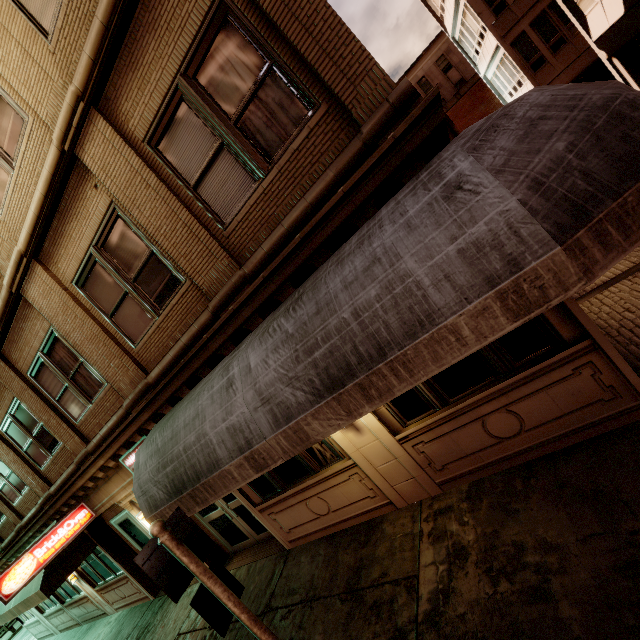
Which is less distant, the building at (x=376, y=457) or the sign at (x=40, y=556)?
the building at (x=376, y=457)

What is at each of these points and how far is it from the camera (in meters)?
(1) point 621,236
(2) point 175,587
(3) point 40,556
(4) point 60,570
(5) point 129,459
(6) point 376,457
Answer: (1) awning, 2.25
(2) sign, 3.37
(3) sign, 8.14
(4) awning, 9.32
(5) sign, 7.65
(6) building, 5.39

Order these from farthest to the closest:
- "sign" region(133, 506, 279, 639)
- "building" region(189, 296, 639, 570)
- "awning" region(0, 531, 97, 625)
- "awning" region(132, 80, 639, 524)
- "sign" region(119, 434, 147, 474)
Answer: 1. "awning" region(0, 531, 97, 625)
2. "sign" region(119, 434, 147, 474)
3. "building" region(189, 296, 639, 570)
4. "sign" region(133, 506, 279, 639)
5. "awning" region(132, 80, 639, 524)

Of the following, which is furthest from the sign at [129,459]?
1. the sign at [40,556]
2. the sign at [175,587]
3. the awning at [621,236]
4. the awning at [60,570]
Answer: the awning at [60,570]

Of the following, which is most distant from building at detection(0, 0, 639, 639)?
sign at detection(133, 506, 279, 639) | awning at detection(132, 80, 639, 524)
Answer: sign at detection(133, 506, 279, 639)

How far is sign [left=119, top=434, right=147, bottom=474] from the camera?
7.2 meters

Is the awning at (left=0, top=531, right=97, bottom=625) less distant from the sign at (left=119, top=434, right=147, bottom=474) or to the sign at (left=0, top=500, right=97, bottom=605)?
the sign at (left=0, top=500, right=97, bottom=605)

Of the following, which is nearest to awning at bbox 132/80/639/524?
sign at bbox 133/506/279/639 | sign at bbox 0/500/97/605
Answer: sign at bbox 133/506/279/639
